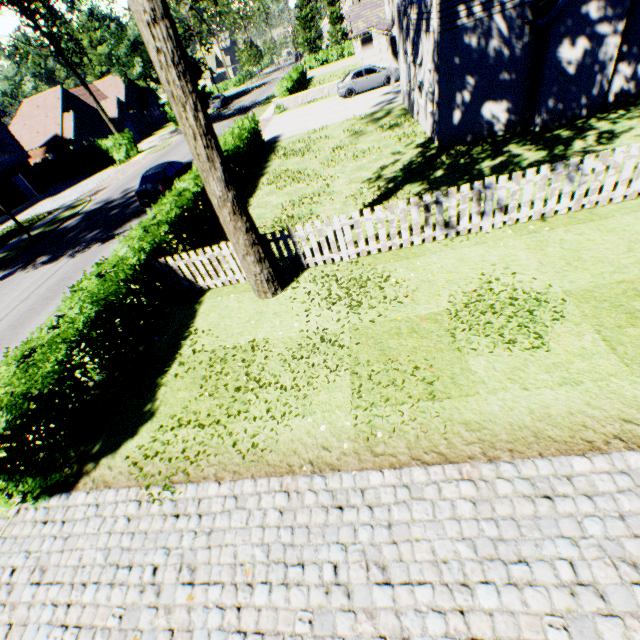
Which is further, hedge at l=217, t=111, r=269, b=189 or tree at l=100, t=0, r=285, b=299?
hedge at l=217, t=111, r=269, b=189

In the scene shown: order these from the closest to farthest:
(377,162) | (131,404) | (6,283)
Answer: (131,404), (377,162), (6,283)

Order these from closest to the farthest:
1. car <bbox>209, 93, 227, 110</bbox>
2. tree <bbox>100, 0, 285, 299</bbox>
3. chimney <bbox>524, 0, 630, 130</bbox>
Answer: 1. tree <bbox>100, 0, 285, 299</bbox>
2. chimney <bbox>524, 0, 630, 130</bbox>
3. car <bbox>209, 93, 227, 110</bbox>

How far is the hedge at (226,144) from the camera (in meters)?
15.60

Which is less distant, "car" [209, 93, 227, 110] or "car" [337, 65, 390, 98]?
"car" [337, 65, 390, 98]

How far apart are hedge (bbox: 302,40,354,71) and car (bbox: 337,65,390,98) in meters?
34.8 m

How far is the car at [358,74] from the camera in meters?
24.2 m

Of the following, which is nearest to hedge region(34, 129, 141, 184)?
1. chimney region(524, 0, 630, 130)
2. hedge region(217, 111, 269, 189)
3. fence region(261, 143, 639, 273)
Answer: hedge region(217, 111, 269, 189)
